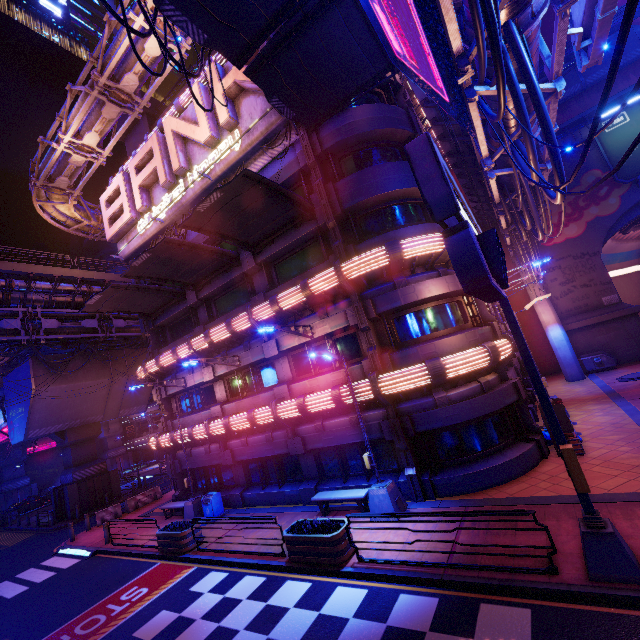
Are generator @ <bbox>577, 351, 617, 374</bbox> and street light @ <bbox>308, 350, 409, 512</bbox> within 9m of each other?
no

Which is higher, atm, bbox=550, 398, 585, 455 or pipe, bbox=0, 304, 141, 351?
pipe, bbox=0, 304, 141, 351

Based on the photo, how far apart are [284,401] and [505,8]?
13.9m

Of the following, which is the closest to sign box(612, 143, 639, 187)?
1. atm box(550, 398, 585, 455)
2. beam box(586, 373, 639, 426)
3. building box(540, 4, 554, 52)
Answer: building box(540, 4, 554, 52)

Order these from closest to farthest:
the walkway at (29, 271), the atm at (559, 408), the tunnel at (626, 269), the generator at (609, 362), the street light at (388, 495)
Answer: the street light at (388, 495) < the atm at (559, 408) < the walkway at (29, 271) < the generator at (609, 362) < the tunnel at (626, 269)

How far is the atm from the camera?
11.6m

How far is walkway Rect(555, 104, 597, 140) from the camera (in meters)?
27.72

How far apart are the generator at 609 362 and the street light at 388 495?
21.4m
